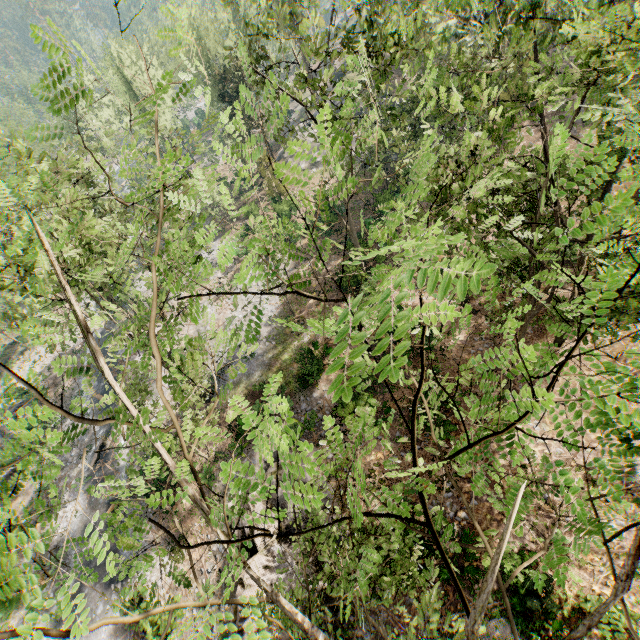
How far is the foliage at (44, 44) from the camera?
3.2 meters

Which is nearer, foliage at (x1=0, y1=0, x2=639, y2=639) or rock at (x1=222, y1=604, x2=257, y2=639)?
foliage at (x1=0, y1=0, x2=639, y2=639)

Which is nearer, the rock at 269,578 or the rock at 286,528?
the rock at 269,578

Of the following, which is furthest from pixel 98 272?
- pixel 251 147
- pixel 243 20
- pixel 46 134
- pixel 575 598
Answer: pixel 251 147

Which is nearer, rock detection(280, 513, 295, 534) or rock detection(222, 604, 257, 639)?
rock detection(222, 604, 257, 639)

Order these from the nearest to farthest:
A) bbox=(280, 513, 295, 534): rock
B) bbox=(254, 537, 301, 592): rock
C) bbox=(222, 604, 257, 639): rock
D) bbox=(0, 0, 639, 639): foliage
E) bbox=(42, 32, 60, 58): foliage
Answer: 1. bbox=(0, 0, 639, 639): foliage
2. bbox=(42, 32, 60, 58): foliage
3. bbox=(222, 604, 257, 639): rock
4. bbox=(254, 537, 301, 592): rock
5. bbox=(280, 513, 295, 534): rock
